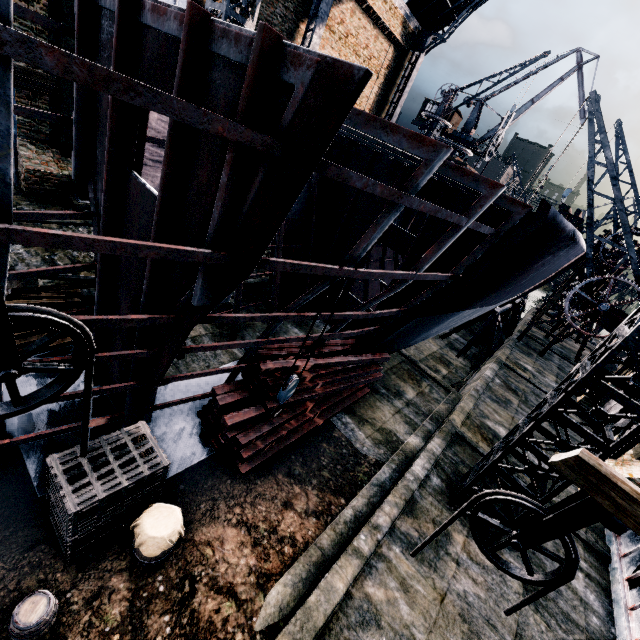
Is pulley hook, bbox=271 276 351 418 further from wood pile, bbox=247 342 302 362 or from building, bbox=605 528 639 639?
building, bbox=605 528 639 639

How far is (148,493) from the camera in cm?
684

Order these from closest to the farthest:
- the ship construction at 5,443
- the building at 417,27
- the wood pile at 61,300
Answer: the ship construction at 5,443, the wood pile at 61,300, the building at 417,27

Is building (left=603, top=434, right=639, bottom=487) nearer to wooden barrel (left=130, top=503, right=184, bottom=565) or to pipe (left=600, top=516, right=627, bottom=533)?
pipe (left=600, top=516, right=627, bottom=533)

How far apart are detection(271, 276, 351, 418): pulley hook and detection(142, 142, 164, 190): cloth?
16.0 meters

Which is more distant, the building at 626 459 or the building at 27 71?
the building at 27 71

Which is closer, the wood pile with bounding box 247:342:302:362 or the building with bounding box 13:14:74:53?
the wood pile with bounding box 247:342:302:362

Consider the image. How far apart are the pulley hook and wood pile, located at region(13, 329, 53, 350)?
6.8m
